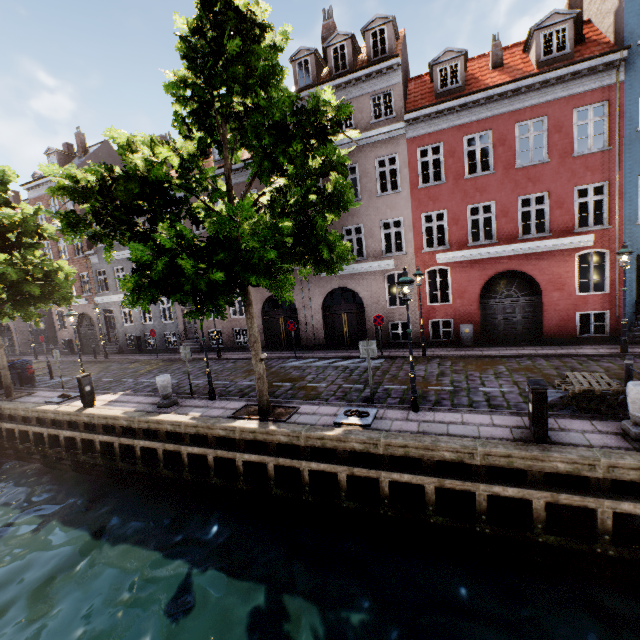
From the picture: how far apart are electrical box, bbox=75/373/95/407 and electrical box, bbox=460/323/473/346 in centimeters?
1571cm

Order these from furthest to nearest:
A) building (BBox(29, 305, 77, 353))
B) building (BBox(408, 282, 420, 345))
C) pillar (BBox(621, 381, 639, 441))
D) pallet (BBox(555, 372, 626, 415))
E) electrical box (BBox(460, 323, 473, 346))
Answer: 1. building (BBox(29, 305, 77, 353))
2. building (BBox(408, 282, 420, 345))
3. electrical box (BBox(460, 323, 473, 346))
4. pallet (BBox(555, 372, 626, 415))
5. pillar (BBox(621, 381, 639, 441))

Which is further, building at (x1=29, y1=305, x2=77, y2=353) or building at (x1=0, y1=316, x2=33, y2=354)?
building at (x1=0, y1=316, x2=33, y2=354)

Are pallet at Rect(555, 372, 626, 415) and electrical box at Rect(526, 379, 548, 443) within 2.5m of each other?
yes

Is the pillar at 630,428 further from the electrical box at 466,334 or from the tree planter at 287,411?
the electrical box at 466,334

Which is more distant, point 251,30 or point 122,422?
point 122,422

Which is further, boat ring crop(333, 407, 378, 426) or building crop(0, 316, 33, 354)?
building crop(0, 316, 33, 354)

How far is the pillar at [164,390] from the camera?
11.16m
